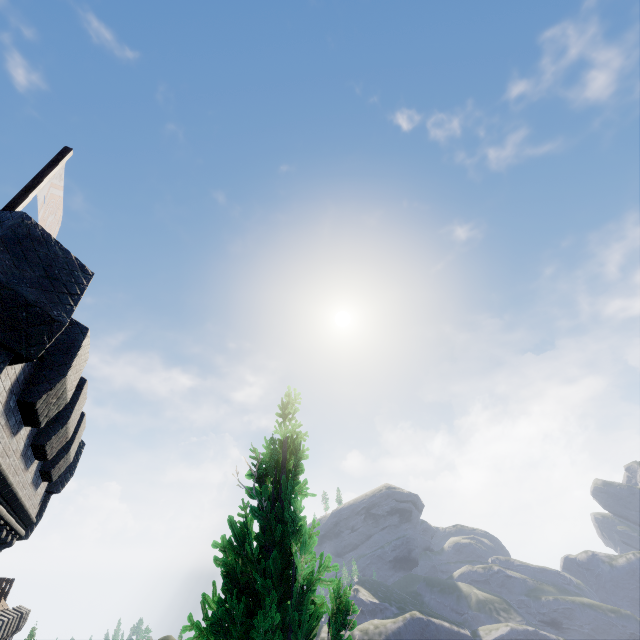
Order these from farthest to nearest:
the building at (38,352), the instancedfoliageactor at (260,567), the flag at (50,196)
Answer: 1. the flag at (50,196)
2. the building at (38,352)
3. the instancedfoliageactor at (260,567)

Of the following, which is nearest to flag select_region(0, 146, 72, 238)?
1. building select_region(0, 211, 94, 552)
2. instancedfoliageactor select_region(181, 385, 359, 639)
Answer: building select_region(0, 211, 94, 552)

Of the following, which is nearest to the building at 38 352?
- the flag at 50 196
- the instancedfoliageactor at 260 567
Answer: the flag at 50 196

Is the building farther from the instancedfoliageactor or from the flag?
the instancedfoliageactor

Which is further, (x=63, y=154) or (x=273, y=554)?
(x=63, y=154)
